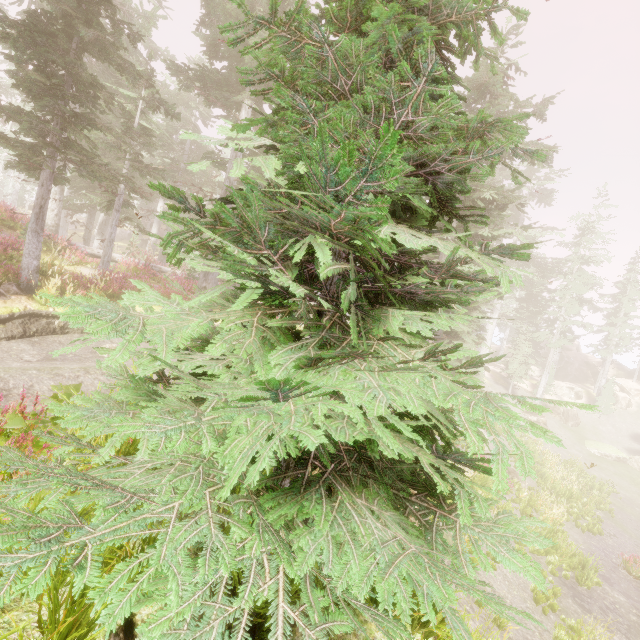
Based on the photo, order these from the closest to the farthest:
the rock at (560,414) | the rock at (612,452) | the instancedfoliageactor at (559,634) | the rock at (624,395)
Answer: the instancedfoliageactor at (559,634)
the rock at (612,452)
the rock at (560,414)
the rock at (624,395)

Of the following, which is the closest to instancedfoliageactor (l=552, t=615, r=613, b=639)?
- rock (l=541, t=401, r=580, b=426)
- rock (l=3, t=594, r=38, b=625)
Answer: rock (l=3, t=594, r=38, b=625)

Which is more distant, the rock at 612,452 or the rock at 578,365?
the rock at 578,365

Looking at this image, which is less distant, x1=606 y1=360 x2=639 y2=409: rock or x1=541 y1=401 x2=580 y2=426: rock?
x1=541 y1=401 x2=580 y2=426: rock

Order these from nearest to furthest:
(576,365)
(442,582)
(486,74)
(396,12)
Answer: (442,582)
(396,12)
(486,74)
(576,365)

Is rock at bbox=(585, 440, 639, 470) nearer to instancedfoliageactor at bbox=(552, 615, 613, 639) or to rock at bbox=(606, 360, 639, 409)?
instancedfoliageactor at bbox=(552, 615, 613, 639)

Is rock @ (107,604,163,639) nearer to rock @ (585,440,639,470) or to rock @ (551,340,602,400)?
rock @ (585,440,639,470)
